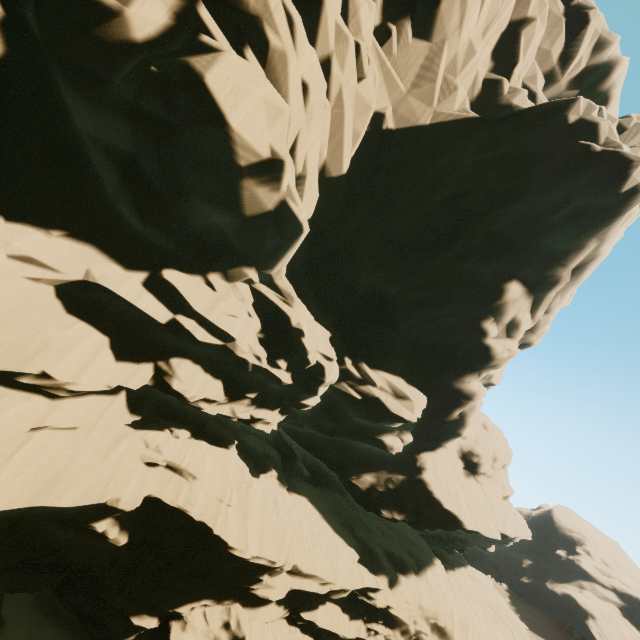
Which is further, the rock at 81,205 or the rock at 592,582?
the rock at 592,582

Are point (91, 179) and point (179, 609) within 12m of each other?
no

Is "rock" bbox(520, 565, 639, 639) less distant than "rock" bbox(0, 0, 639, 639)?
No
